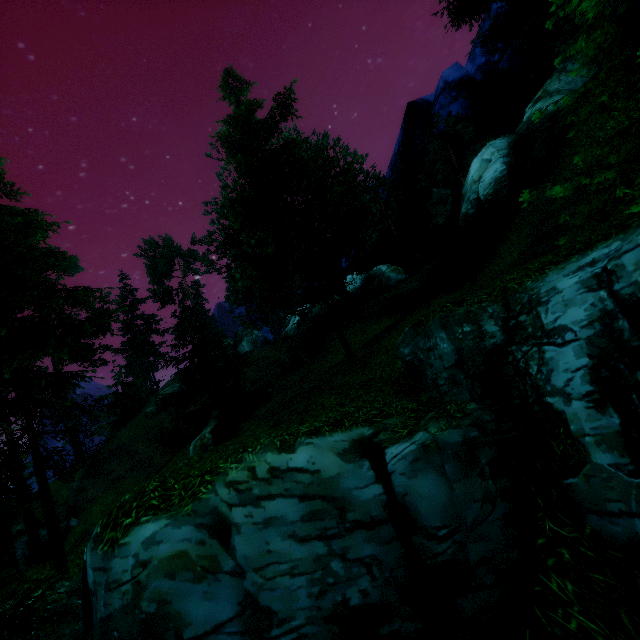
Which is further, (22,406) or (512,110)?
(512,110)

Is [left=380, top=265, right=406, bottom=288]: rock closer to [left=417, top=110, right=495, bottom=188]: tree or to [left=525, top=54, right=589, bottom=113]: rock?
[left=417, top=110, right=495, bottom=188]: tree

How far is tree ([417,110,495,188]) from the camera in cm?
3528

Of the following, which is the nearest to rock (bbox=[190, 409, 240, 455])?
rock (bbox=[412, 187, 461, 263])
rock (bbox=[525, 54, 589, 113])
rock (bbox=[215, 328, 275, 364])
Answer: rock (bbox=[412, 187, 461, 263])

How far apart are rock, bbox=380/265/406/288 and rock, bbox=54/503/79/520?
38.92m

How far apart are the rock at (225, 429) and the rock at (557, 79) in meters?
27.3

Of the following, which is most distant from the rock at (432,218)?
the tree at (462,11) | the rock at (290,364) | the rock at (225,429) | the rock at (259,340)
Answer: the rock at (259,340)

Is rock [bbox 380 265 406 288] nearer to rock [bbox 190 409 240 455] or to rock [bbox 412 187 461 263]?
rock [bbox 412 187 461 263]
